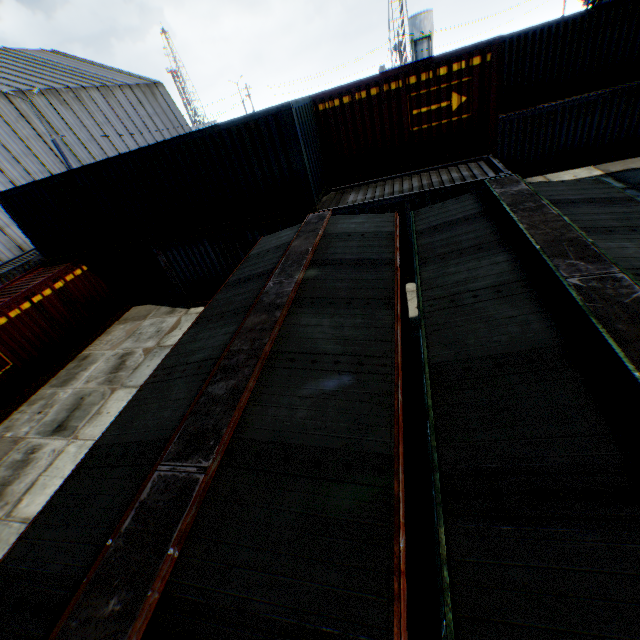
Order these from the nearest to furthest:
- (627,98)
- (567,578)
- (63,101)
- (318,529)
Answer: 1. (567,578)
2. (318,529)
3. (627,98)
4. (63,101)

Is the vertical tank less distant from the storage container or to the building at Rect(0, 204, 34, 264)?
the building at Rect(0, 204, 34, 264)

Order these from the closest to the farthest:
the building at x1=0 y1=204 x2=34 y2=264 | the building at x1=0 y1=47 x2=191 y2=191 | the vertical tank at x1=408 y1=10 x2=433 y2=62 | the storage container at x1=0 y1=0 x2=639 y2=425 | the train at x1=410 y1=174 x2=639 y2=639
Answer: the train at x1=410 y1=174 x2=639 y2=639 → the storage container at x1=0 y1=0 x2=639 y2=425 → the building at x1=0 y1=204 x2=34 y2=264 → the building at x1=0 y1=47 x2=191 y2=191 → the vertical tank at x1=408 y1=10 x2=433 y2=62

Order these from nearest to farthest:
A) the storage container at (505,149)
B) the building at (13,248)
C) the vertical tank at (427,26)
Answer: the storage container at (505,149) < the building at (13,248) < the vertical tank at (427,26)

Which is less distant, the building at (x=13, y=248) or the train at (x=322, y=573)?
the train at (x=322, y=573)

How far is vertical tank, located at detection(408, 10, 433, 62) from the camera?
53.72m

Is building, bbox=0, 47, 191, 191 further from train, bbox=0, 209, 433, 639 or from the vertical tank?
the vertical tank

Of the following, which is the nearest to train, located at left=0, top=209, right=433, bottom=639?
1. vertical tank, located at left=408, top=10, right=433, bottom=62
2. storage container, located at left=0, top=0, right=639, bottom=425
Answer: storage container, located at left=0, top=0, right=639, bottom=425
